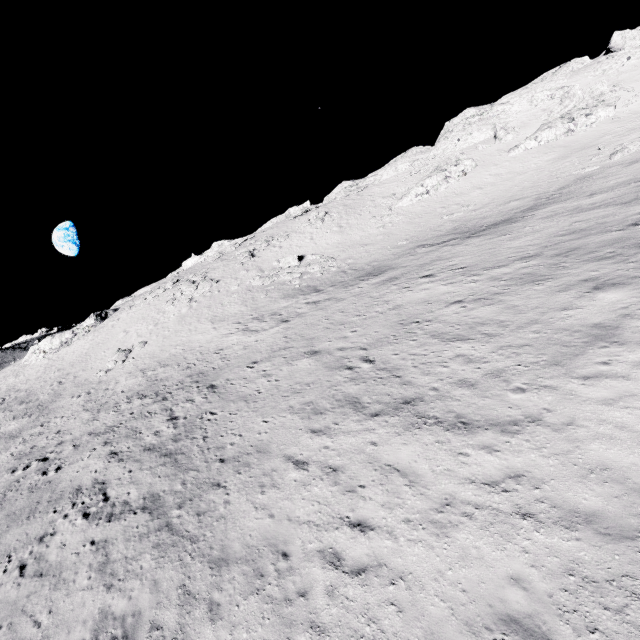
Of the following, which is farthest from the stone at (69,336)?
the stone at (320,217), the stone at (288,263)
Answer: the stone at (320,217)

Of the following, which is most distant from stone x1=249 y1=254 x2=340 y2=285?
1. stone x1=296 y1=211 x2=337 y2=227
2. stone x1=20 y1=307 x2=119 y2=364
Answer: stone x1=20 y1=307 x2=119 y2=364

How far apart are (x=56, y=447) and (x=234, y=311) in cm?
1808

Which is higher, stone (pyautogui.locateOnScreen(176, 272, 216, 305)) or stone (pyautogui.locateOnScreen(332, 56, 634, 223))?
stone (pyautogui.locateOnScreen(332, 56, 634, 223))

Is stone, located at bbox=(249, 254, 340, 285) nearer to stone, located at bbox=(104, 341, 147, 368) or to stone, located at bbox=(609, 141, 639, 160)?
stone, located at bbox=(104, 341, 147, 368)

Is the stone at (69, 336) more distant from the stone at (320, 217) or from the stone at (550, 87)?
the stone at (550, 87)

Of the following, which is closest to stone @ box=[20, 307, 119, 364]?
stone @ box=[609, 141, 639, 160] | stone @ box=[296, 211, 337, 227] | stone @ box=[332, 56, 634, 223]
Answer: stone @ box=[296, 211, 337, 227]

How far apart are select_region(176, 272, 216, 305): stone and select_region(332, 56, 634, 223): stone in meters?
44.8 m
